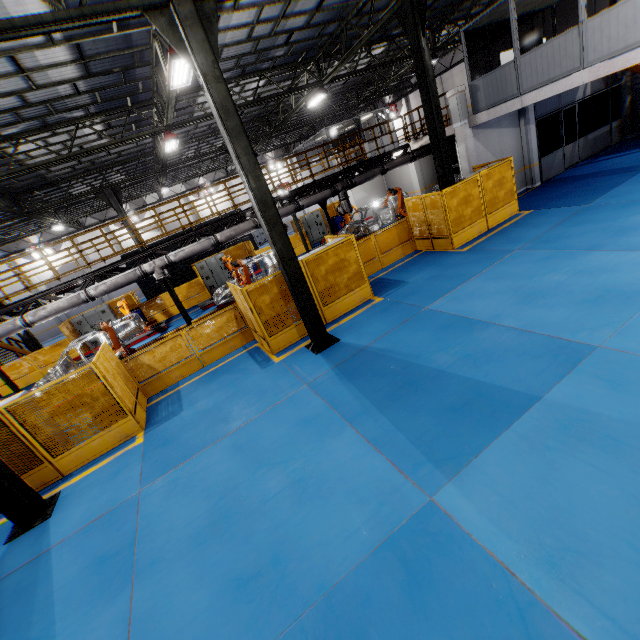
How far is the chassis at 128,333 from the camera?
13.77m

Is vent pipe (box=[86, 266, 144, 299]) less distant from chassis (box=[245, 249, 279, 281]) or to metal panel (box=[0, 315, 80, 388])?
chassis (box=[245, 249, 279, 281])

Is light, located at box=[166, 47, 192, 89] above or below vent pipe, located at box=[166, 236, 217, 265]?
above

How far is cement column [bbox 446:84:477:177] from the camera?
13.4m

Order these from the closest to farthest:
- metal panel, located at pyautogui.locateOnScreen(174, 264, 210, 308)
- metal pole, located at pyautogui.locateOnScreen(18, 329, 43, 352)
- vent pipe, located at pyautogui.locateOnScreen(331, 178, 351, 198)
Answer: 1. vent pipe, located at pyautogui.locateOnScreen(331, 178, 351, 198)
2. metal pole, located at pyautogui.locateOnScreen(18, 329, 43, 352)
3. metal panel, located at pyautogui.locateOnScreen(174, 264, 210, 308)

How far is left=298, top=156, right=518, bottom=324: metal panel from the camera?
10.2 meters

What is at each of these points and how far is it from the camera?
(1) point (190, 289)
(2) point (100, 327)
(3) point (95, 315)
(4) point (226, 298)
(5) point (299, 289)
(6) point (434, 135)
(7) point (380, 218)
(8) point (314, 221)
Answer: (1) metal panel, 20.6 meters
(2) robot arm, 11.8 meters
(3) cabinet, 19.6 meters
(4) chassis, 15.8 meters
(5) metal pole, 8.4 meters
(6) metal pole, 11.4 meters
(7) chassis, 18.3 meters
(8) cabinet, 24.8 meters

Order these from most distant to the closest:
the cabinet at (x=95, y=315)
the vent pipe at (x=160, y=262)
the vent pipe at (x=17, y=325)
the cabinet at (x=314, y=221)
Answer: the cabinet at (x=314, y=221) < the cabinet at (x=95, y=315) < the vent pipe at (x=160, y=262) < the vent pipe at (x=17, y=325)
